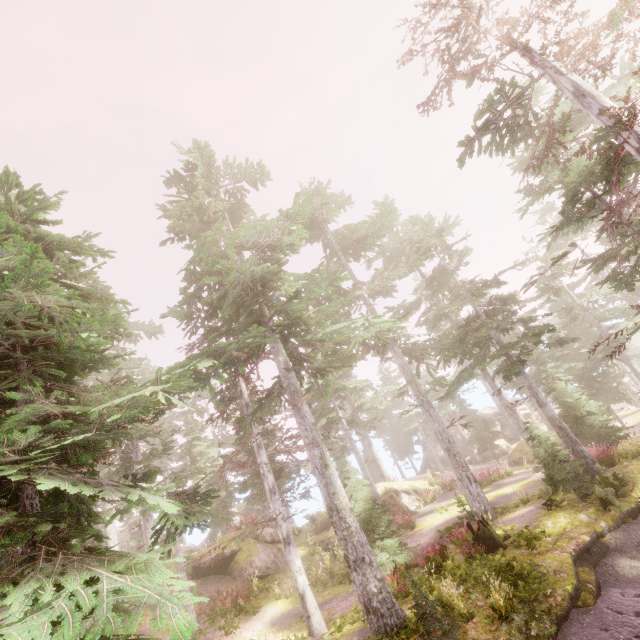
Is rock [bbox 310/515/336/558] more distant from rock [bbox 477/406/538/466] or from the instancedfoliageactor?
rock [bbox 477/406/538/466]

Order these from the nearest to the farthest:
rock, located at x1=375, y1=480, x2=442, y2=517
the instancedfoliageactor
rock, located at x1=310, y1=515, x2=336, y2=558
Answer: the instancedfoliageactor < rock, located at x1=310, y1=515, x2=336, y2=558 < rock, located at x1=375, y1=480, x2=442, y2=517

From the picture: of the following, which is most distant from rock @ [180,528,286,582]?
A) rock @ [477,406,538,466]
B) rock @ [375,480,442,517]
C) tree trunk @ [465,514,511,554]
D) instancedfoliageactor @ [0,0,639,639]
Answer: rock @ [477,406,538,466]

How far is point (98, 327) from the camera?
6.8m

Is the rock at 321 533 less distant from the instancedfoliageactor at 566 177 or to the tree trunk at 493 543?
the instancedfoliageactor at 566 177

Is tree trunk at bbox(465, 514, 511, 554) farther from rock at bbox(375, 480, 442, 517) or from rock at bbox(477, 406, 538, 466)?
rock at bbox(477, 406, 538, 466)

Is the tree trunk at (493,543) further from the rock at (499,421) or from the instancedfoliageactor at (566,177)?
the rock at (499,421)
